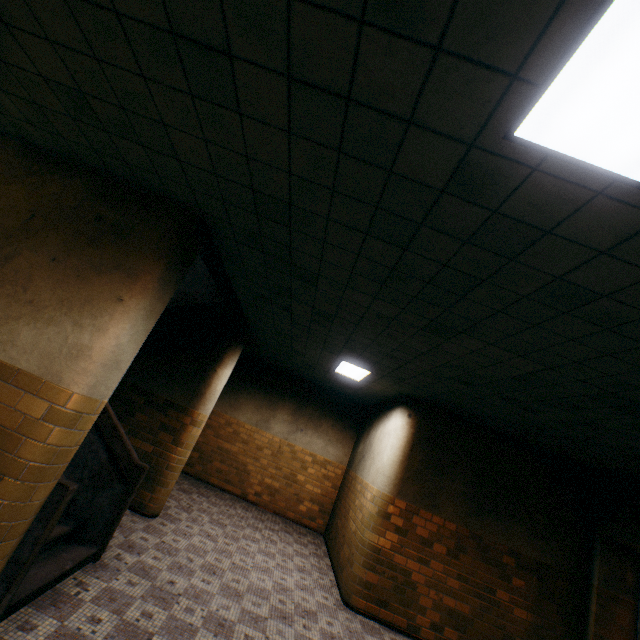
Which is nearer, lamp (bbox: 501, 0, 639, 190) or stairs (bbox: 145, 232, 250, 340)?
lamp (bbox: 501, 0, 639, 190)

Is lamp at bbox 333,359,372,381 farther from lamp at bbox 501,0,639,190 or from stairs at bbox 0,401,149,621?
lamp at bbox 501,0,639,190

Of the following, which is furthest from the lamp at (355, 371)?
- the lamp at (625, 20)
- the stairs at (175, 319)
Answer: the lamp at (625, 20)

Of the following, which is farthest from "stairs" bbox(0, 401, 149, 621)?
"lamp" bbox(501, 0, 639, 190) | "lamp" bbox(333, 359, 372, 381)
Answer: "lamp" bbox(501, 0, 639, 190)

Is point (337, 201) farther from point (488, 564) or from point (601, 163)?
point (488, 564)

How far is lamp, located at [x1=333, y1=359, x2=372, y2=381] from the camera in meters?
6.5

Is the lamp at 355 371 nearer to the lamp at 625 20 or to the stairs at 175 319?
the stairs at 175 319

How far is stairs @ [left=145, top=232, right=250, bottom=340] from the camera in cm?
464
